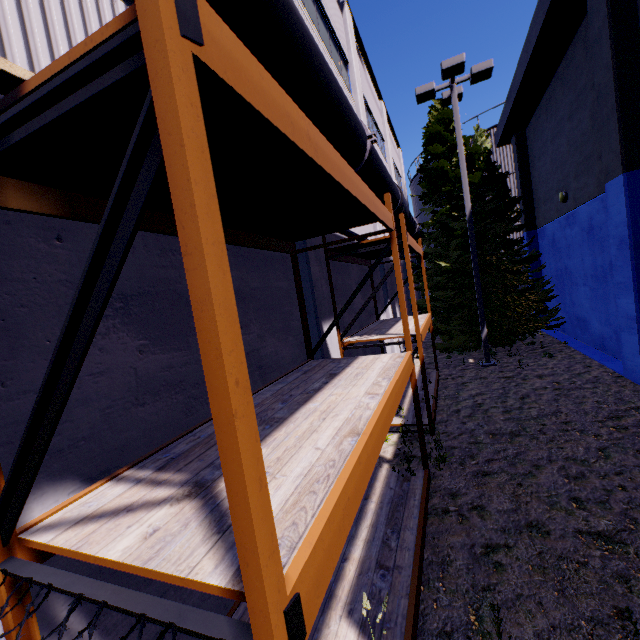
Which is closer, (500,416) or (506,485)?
(506,485)

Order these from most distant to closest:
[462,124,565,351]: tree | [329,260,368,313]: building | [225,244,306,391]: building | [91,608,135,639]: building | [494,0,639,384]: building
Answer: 1. [462,124,565,351]: tree
2. [329,260,368,313]: building
3. [494,0,639,384]: building
4. [225,244,306,391]: building
5. [91,608,135,639]: building

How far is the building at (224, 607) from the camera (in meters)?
2.20

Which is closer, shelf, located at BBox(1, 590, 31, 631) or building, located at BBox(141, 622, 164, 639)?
shelf, located at BBox(1, 590, 31, 631)

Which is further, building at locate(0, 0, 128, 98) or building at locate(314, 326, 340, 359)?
building at locate(314, 326, 340, 359)

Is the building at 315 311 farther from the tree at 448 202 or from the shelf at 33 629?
the tree at 448 202

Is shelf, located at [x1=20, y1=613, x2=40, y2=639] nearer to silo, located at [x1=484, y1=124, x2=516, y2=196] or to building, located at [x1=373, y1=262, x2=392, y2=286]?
building, located at [x1=373, y1=262, x2=392, y2=286]

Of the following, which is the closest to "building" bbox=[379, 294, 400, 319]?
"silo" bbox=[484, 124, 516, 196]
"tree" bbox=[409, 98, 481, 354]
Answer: "tree" bbox=[409, 98, 481, 354]
